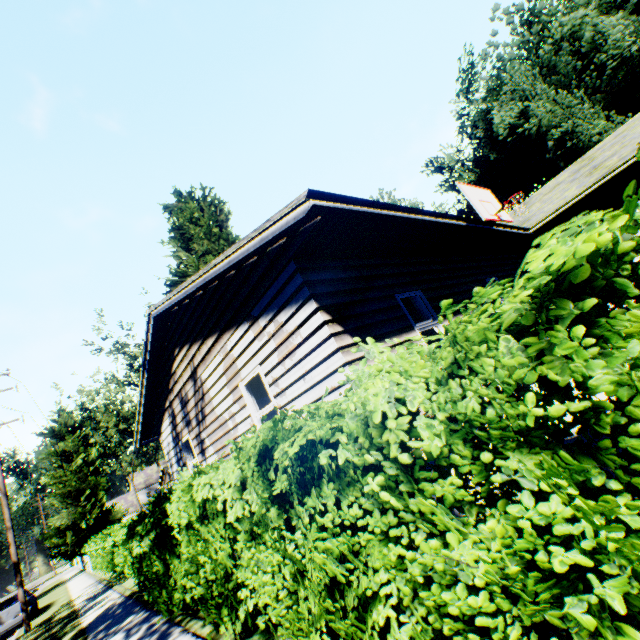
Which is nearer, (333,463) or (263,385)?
(333,463)

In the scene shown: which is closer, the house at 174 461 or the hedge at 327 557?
the hedge at 327 557

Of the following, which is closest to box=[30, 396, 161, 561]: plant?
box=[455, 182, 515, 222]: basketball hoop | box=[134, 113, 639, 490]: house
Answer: box=[134, 113, 639, 490]: house

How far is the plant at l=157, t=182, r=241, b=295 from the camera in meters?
19.2

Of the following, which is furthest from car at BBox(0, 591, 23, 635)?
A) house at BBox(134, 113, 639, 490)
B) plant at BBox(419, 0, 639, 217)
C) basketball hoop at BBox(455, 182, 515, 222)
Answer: basketball hoop at BBox(455, 182, 515, 222)

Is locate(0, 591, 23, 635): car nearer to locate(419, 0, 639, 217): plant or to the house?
locate(419, 0, 639, 217): plant

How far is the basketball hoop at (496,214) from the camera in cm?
670

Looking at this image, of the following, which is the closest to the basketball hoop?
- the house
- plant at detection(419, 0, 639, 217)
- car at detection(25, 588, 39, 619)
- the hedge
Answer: the house
